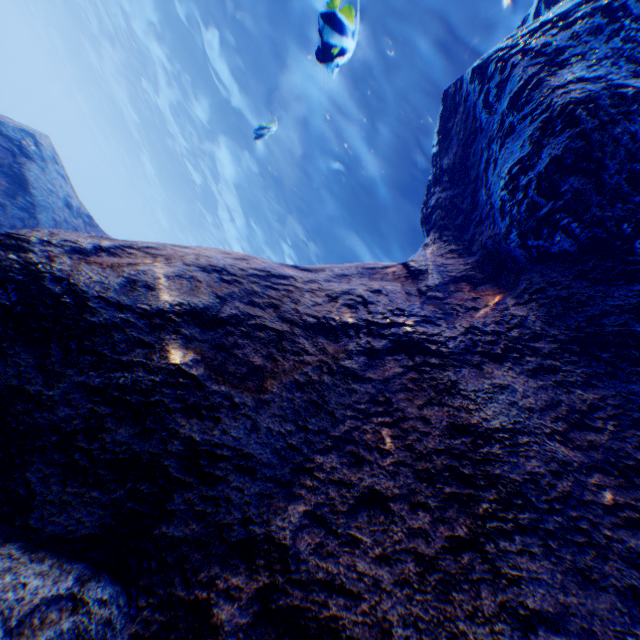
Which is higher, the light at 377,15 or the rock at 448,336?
the light at 377,15

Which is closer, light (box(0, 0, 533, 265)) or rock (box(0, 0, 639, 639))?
rock (box(0, 0, 639, 639))

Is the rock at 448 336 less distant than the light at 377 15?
Yes

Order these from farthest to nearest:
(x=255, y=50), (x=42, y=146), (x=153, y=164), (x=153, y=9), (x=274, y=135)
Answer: (x=153, y=164)
(x=153, y=9)
(x=274, y=135)
(x=255, y=50)
(x=42, y=146)

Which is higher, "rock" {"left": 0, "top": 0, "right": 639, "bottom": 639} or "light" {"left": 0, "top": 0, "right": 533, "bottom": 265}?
"light" {"left": 0, "top": 0, "right": 533, "bottom": 265}
